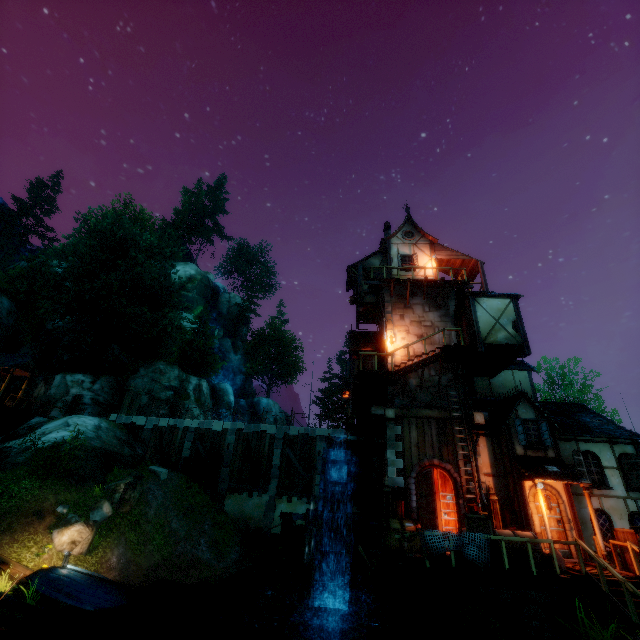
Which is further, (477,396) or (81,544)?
(477,396)

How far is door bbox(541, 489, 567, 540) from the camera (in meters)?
12.38

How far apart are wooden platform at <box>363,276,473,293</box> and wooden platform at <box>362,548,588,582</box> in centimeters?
1279cm

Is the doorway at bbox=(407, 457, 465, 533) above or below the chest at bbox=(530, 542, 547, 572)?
above

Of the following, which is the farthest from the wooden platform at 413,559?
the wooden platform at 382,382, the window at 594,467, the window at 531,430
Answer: the wooden platform at 382,382

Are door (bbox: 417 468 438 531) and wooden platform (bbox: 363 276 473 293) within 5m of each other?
no

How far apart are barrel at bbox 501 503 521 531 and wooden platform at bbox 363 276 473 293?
11.04m

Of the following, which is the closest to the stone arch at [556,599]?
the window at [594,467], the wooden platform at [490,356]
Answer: the window at [594,467]
